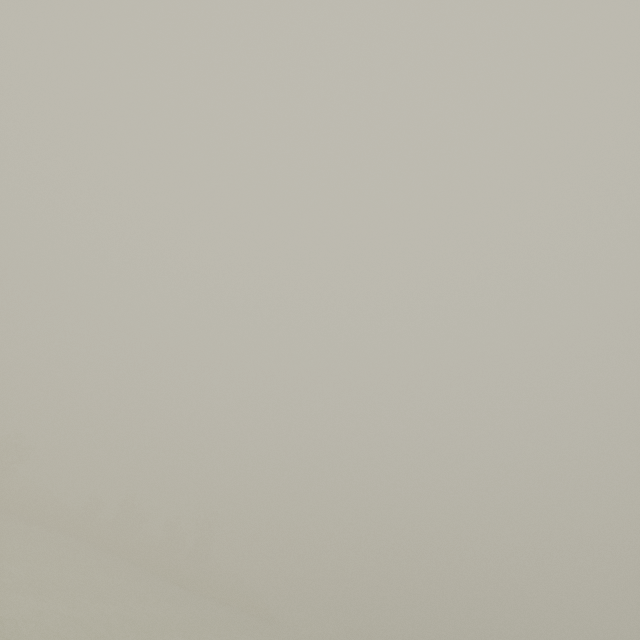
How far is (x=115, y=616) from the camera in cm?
2341
